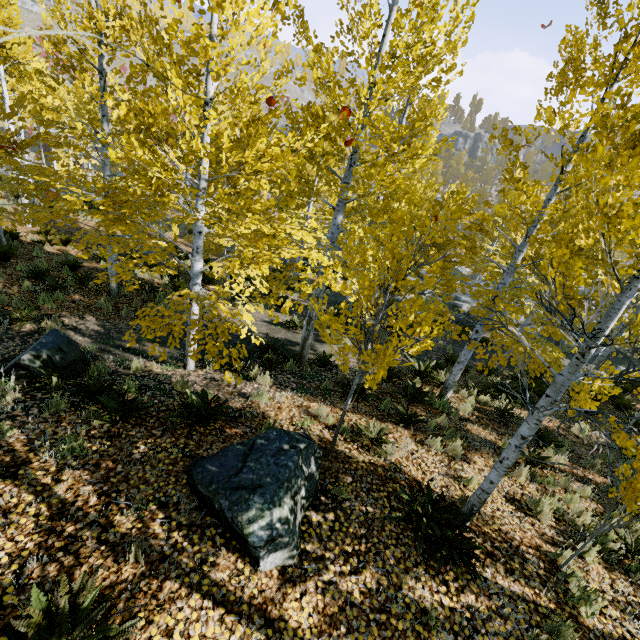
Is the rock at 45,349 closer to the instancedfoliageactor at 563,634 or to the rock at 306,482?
the instancedfoliageactor at 563,634

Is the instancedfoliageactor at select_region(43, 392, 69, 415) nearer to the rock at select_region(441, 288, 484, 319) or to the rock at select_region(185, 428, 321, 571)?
the rock at select_region(441, 288, 484, 319)

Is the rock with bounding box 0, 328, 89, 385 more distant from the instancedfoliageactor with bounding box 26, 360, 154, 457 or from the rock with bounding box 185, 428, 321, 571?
the rock with bounding box 185, 428, 321, 571

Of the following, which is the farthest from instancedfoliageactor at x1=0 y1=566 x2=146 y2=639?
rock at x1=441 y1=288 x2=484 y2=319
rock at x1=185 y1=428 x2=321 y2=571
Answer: rock at x1=185 y1=428 x2=321 y2=571

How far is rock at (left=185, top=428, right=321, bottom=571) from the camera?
3.5m

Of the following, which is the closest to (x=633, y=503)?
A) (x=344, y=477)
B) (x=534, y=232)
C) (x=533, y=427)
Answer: (x=533, y=427)

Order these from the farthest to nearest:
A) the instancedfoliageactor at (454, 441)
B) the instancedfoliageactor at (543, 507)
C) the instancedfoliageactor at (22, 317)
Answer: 1. the instancedfoliageactor at (22, 317)
2. the instancedfoliageactor at (454, 441)
3. the instancedfoliageactor at (543, 507)

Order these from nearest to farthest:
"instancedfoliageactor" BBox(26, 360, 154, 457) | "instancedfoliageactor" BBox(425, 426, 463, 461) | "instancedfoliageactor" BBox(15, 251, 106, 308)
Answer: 1. "instancedfoliageactor" BBox(26, 360, 154, 457)
2. "instancedfoliageactor" BBox(425, 426, 463, 461)
3. "instancedfoliageactor" BBox(15, 251, 106, 308)
